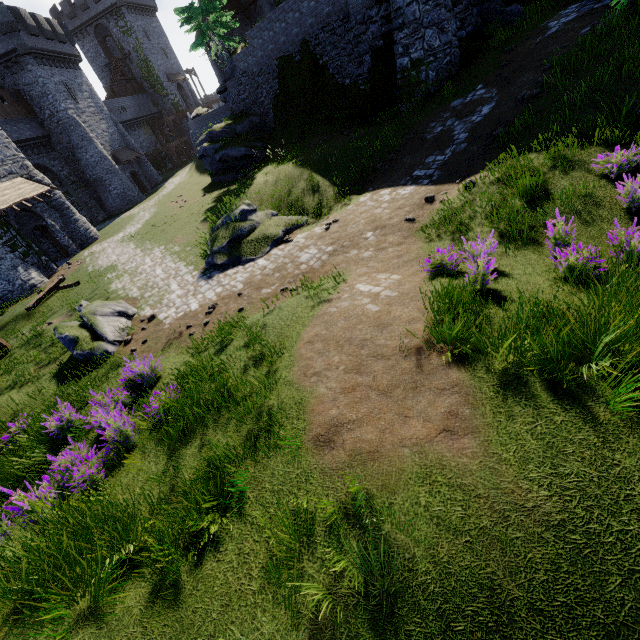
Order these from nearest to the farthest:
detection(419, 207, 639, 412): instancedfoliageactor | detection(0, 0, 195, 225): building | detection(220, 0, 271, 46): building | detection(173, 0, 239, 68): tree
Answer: detection(419, 207, 639, 412): instancedfoliageactor < detection(173, 0, 239, 68): tree < detection(0, 0, 195, 225): building < detection(220, 0, 271, 46): building

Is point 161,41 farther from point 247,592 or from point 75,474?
point 247,592

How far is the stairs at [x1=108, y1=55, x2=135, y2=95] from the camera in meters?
46.7 m

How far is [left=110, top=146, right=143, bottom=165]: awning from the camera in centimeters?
3531cm

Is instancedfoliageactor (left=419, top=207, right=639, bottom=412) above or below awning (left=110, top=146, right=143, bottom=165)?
below

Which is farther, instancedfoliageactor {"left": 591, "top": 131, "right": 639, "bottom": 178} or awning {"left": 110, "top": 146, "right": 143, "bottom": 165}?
awning {"left": 110, "top": 146, "right": 143, "bottom": 165}

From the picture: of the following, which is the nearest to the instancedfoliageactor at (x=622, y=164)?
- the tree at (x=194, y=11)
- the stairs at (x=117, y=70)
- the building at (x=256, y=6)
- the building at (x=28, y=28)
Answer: the building at (x=256, y=6)

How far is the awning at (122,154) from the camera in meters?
35.3
